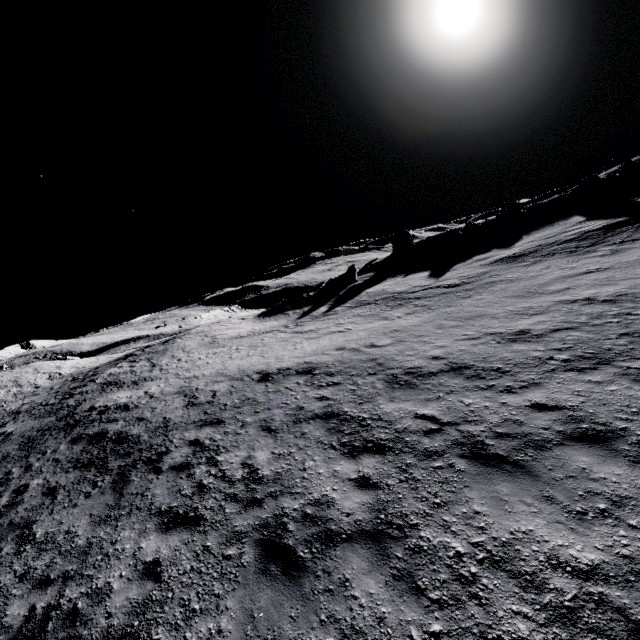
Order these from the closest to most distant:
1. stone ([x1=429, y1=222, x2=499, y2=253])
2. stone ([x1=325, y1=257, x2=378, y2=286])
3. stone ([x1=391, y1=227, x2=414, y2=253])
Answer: stone ([x1=325, y1=257, x2=378, y2=286]), stone ([x1=429, y1=222, x2=499, y2=253]), stone ([x1=391, y1=227, x2=414, y2=253])

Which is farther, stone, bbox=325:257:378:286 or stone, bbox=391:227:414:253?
stone, bbox=391:227:414:253

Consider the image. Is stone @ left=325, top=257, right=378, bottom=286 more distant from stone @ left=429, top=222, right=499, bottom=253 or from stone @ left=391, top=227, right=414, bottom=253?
stone @ left=429, top=222, right=499, bottom=253

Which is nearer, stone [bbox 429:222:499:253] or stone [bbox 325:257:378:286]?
stone [bbox 325:257:378:286]

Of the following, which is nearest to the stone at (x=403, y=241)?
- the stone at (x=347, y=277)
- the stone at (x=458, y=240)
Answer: the stone at (x=458, y=240)

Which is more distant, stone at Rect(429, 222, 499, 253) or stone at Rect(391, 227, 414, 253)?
stone at Rect(391, 227, 414, 253)

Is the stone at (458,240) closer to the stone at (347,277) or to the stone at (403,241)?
the stone at (403,241)

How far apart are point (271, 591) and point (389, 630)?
1.83m
